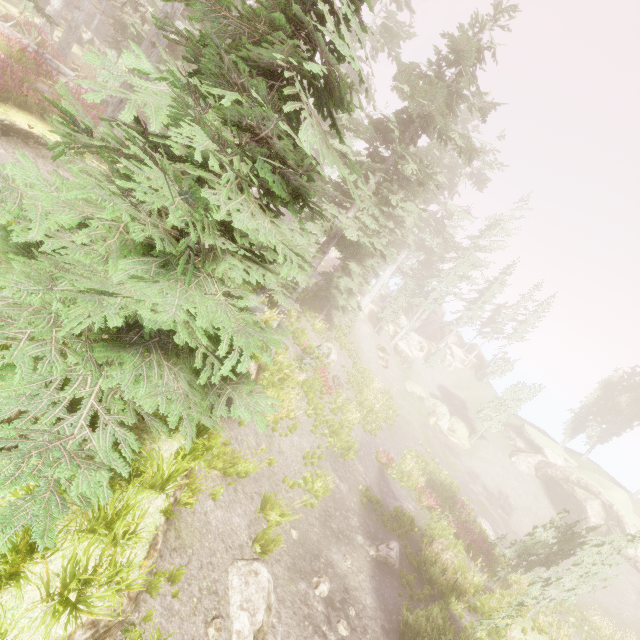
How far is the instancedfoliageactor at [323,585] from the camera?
9.9 meters

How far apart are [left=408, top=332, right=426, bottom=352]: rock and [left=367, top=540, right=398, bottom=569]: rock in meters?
36.2 m

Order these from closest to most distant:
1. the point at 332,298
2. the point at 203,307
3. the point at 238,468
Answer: the point at 203,307 → the point at 238,468 → the point at 332,298

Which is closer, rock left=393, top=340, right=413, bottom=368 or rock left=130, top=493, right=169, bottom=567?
rock left=130, top=493, right=169, bottom=567

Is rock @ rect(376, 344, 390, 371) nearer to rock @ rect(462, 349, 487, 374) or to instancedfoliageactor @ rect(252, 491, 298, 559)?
instancedfoliageactor @ rect(252, 491, 298, 559)

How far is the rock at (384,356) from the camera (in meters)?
38.47

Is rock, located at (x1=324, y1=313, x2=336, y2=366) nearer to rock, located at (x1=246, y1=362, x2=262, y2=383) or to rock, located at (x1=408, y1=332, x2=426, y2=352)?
rock, located at (x1=246, y1=362, x2=262, y2=383)

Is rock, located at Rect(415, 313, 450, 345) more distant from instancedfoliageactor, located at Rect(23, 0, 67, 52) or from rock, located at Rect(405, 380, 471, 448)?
rock, located at Rect(405, 380, 471, 448)
